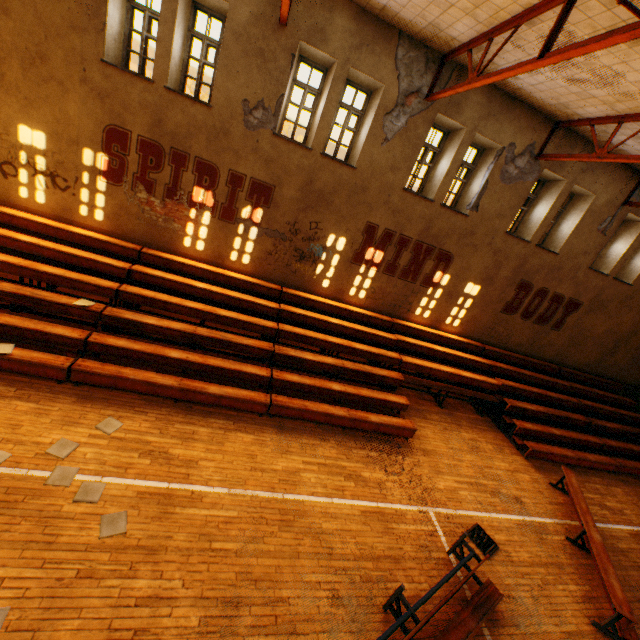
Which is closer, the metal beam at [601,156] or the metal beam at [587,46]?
the metal beam at [587,46]

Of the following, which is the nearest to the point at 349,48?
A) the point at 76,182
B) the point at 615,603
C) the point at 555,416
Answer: the point at 76,182

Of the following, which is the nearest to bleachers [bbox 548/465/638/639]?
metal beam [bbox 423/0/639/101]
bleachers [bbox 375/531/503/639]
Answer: bleachers [bbox 375/531/503/639]

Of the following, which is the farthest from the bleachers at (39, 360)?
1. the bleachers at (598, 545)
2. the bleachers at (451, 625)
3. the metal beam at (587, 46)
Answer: the metal beam at (587, 46)

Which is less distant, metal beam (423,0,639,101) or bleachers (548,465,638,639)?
metal beam (423,0,639,101)

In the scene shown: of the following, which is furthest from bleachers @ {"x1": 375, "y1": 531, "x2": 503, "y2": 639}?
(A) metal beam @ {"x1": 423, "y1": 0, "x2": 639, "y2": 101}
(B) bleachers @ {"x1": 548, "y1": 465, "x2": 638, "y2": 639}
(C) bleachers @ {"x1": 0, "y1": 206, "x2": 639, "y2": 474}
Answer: (A) metal beam @ {"x1": 423, "y1": 0, "x2": 639, "y2": 101}

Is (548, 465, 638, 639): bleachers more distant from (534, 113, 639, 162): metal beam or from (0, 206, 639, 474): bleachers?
(534, 113, 639, 162): metal beam

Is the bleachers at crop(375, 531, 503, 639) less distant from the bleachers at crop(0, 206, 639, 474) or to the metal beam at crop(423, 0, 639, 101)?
the bleachers at crop(0, 206, 639, 474)
